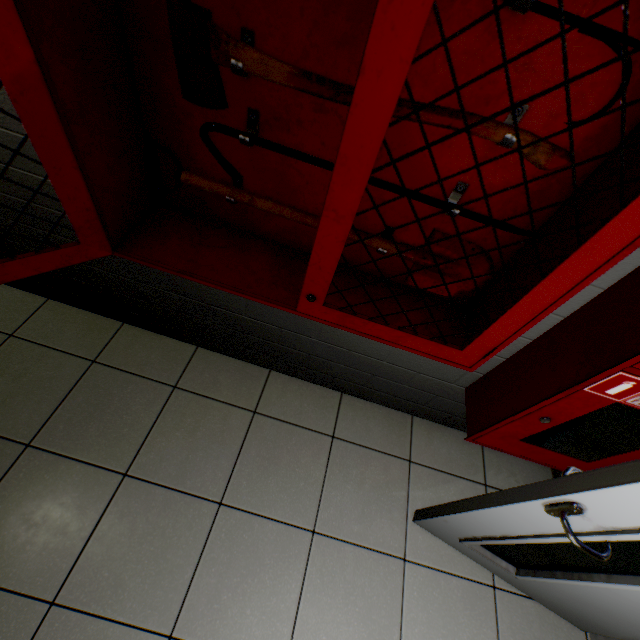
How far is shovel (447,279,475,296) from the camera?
1.2 meters

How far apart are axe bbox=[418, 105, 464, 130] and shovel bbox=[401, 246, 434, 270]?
0.24m

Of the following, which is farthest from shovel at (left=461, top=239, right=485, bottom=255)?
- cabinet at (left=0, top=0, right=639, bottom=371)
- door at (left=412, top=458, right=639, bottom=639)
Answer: door at (left=412, top=458, right=639, bottom=639)

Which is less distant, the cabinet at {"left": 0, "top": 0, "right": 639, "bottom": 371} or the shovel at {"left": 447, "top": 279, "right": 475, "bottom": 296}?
the cabinet at {"left": 0, "top": 0, "right": 639, "bottom": 371}

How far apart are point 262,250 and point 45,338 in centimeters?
164cm

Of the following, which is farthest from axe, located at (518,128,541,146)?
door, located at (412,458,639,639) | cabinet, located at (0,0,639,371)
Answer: door, located at (412,458,639,639)

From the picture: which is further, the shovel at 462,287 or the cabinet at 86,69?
the shovel at 462,287
